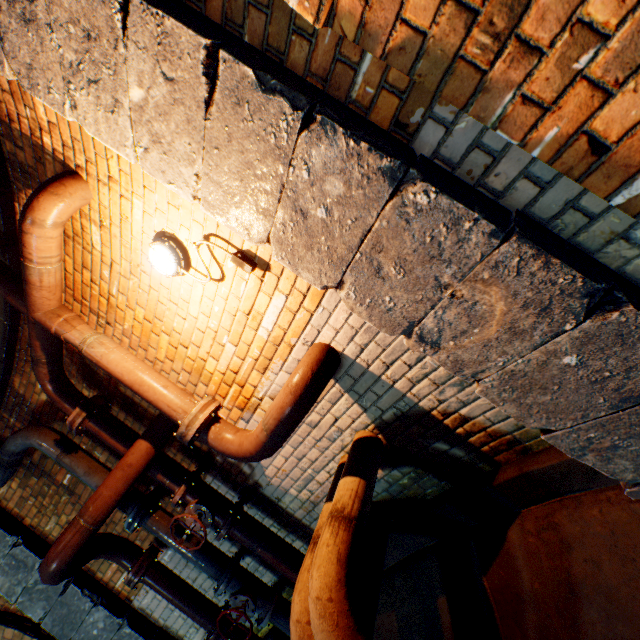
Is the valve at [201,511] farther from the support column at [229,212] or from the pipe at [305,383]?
the support column at [229,212]

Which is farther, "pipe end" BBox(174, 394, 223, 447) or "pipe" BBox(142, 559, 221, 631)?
"pipe" BBox(142, 559, 221, 631)

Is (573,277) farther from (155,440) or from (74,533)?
(74,533)

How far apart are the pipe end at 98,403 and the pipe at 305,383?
1.3m

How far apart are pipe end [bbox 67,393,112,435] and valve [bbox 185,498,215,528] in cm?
121

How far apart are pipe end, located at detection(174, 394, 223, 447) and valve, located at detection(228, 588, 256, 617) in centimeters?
170cm

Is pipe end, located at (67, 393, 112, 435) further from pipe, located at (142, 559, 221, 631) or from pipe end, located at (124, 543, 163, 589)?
pipe end, located at (124, 543, 163, 589)

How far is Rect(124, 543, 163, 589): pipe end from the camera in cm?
315
